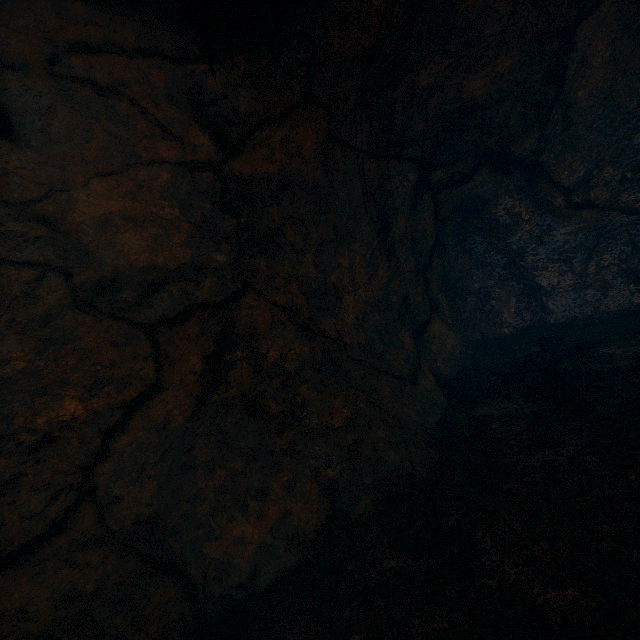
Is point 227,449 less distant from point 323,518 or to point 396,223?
point 323,518
